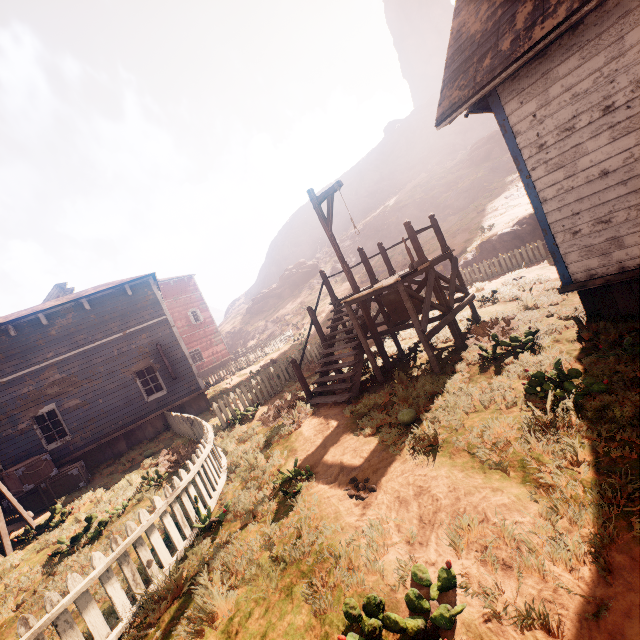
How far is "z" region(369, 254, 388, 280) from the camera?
31.5 meters

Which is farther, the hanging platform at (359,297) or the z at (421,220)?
the z at (421,220)

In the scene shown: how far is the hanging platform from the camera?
7.5m

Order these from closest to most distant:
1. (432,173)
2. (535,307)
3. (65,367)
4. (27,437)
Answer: (535,307) < (27,437) < (65,367) < (432,173)

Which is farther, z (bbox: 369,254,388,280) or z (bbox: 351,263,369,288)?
z (bbox: 351,263,369,288)

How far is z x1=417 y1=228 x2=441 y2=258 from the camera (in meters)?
26.89

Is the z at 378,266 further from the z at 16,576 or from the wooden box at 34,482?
the wooden box at 34,482

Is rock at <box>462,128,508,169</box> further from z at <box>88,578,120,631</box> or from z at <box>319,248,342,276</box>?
z at <box>88,578,120,631</box>
